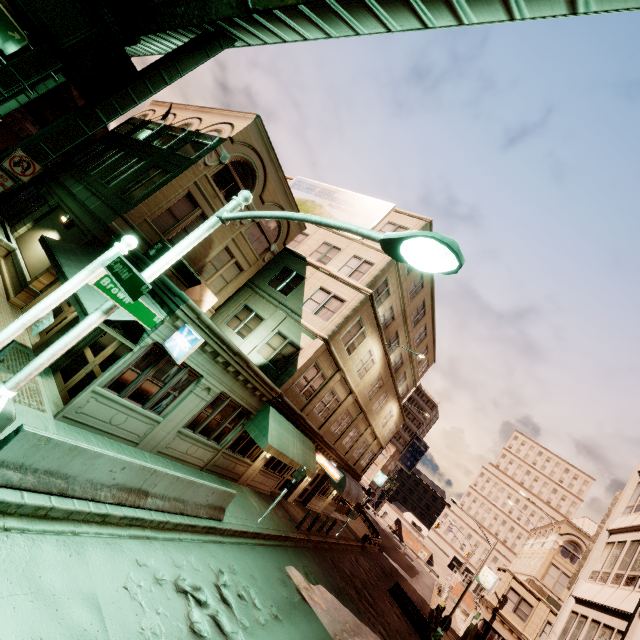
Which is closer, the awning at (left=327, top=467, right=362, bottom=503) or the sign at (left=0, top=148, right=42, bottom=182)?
the sign at (left=0, top=148, right=42, bottom=182)

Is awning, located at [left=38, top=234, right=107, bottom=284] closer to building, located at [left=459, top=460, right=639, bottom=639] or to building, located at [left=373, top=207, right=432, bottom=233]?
building, located at [left=373, top=207, right=432, bottom=233]

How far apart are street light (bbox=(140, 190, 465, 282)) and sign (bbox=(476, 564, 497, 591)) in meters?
44.1

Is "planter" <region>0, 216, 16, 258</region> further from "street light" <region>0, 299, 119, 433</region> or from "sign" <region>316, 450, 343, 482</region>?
"sign" <region>316, 450, 343, 482</region>

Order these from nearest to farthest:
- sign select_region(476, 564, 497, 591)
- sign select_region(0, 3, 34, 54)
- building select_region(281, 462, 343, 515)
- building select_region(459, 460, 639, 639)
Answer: building select_region(459, 460, 639, 639)
sign select_region(0, 3, 34, 54)
building select_region(281, 462, 343, 515)
sign select_region(476, 564, 497, 591)

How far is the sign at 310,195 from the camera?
21.9 meters

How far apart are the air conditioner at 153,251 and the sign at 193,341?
4.5 meters

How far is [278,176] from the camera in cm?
1805
